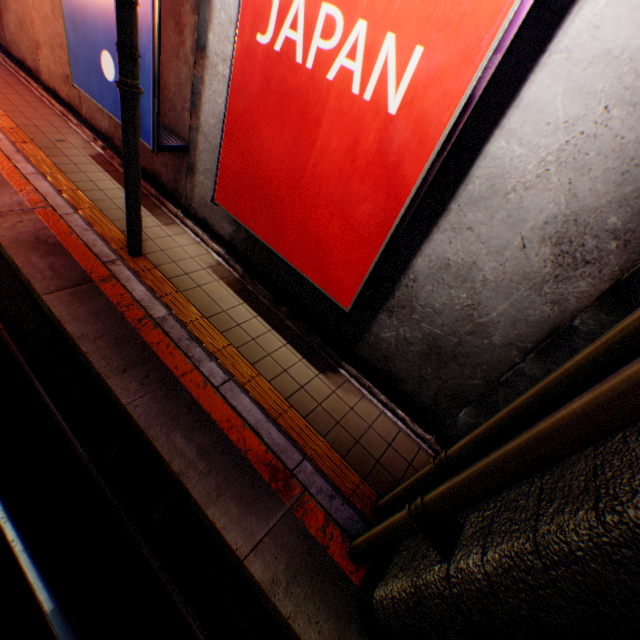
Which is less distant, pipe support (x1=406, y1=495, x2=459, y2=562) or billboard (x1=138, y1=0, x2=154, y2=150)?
pipe support (x1=406, y1=495, x2=459, y2=562)

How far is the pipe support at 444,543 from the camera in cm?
233

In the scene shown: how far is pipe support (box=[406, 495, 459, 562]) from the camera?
2.3 meters

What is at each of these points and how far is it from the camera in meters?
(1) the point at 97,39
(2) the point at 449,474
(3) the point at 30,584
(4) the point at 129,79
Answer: (1) billboard, 4.9 m
(2) pipe, 2.8 m
(3) railway, 3.0 m
(4) electric pole, 3.6 m

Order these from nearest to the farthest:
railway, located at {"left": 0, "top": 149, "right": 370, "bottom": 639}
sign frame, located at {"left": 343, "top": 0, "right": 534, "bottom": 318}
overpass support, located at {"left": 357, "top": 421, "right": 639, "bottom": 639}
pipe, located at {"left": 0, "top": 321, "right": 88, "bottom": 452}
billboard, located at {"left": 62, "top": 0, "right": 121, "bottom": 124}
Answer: overpass support, located at {"left": 357, "top": 421, "right": 639, "bottom": 639} → sign frame, located at {"left": 343, "top": 0, "right": 534, "bottom": 318} → railway, located at {"left": 0, "top": 149, "right": 370, "bottom": 639} → pipe, located at {"left": 0, "top": 321, "right": 88, "bottom": 452} → billboard, located at {"left": 62, "top": 0, "right": 121, "bottom": 124}

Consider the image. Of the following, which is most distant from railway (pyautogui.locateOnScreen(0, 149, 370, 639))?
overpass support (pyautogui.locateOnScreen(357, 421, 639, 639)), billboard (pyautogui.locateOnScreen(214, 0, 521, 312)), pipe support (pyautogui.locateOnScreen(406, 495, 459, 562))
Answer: billboard (pyautogui.locateOnScreen(214, 0, 521, 312))

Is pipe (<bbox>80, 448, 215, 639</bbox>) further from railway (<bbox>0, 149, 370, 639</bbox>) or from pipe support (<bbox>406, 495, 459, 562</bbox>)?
pipe support (<bbox>406, 495, 459, 562</bbox>)

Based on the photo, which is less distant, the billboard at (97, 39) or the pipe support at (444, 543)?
the pipe support at (444, 543)
